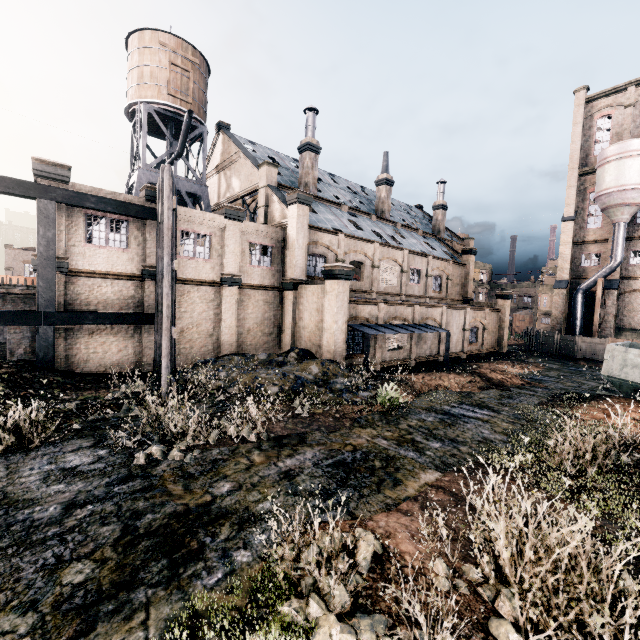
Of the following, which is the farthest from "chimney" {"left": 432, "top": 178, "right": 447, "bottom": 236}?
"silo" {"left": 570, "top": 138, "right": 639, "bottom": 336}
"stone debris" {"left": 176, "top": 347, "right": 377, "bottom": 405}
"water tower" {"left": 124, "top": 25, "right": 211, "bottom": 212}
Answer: "stone debris" {"left": 176, "top": 347, "right": 377, "bottom": 405}

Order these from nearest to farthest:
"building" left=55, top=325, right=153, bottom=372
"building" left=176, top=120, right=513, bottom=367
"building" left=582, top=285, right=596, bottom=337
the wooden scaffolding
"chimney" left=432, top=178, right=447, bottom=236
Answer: the wooden scaffolding → "building" left=55, top=325, right=153, bottom=372 → "building" left=176, top=120, right=513, bottom=367 → "building" left=582, top=285, right=596, bottom=337 → "chimney" left=432, top=178, right=447, bottom=236

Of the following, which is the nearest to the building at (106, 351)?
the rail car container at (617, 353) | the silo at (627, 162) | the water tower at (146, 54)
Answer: the silo at (627, 162)

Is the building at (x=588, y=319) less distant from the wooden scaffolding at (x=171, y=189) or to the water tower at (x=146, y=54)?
the wooden scaffolding at (x=171, y=189)

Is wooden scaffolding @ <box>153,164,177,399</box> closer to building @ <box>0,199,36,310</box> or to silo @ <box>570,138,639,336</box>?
building @ <box>0,199,36,310</box>

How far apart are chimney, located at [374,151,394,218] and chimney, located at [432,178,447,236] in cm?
1080

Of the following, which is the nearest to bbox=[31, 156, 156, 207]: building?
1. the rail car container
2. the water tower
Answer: the water tower

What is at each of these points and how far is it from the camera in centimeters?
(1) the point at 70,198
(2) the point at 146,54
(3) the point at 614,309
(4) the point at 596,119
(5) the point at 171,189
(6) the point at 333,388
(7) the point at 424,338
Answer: (1) building structure, 1586cm
(2) water tower, 2709cm
(3) building, 3728cm
(4) building, 3984cm
(5) wooden scaffolding, 1431cm
(6) stone debris, 1600cm
(7) building, 2762cm
